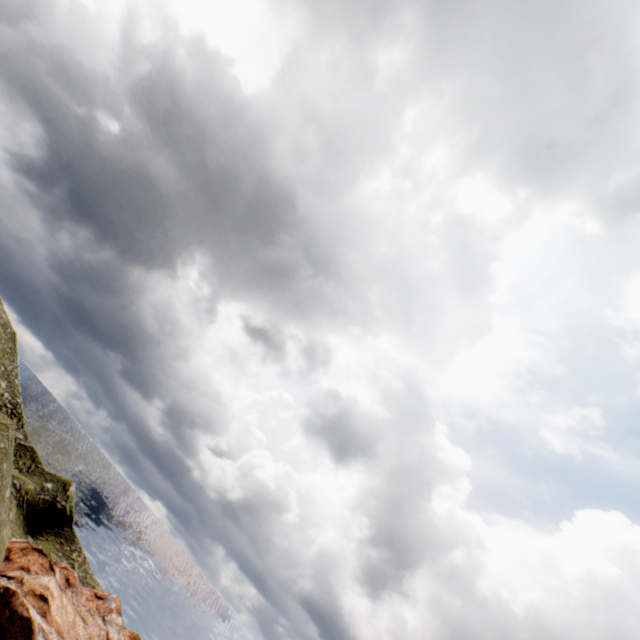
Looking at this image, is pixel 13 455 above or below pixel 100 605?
above
